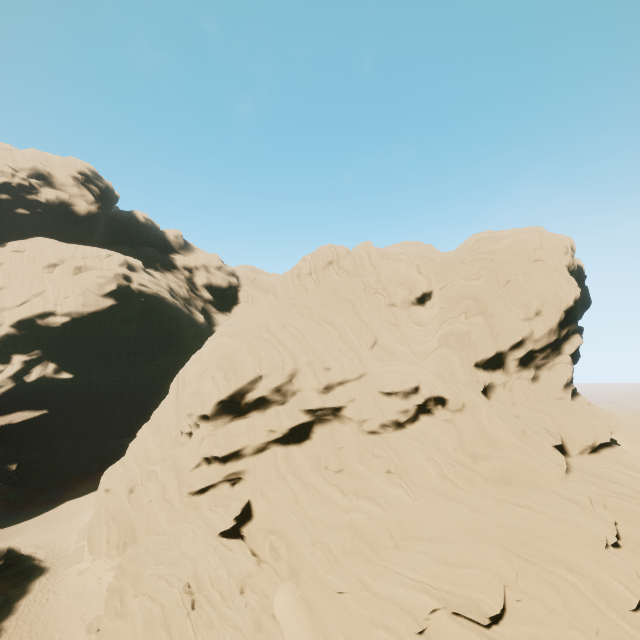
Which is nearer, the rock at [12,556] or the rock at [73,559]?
the rock at [12,556]

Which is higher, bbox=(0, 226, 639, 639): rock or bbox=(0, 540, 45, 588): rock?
bbox=(0, 226, 639, 639): rock

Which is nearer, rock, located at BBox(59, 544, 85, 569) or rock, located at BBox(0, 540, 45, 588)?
rock, located at BBox(0, 540, 45, 588)

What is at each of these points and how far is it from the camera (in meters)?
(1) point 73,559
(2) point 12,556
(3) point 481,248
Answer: (1) rock, 29.89
(2) rock, 27.97
(3) rock, 35.91

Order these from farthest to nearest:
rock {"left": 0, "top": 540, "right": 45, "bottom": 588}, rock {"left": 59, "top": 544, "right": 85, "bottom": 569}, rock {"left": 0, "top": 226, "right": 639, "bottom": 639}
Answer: rock {"left": 59, "top": 544, "right": 85, "bottom": 569}
rock {"left": 0, "top": 540, "right": 45, "bottom": 588}
rock {"left": 0, "top": 226, "right": 639, "bottom": 639}
